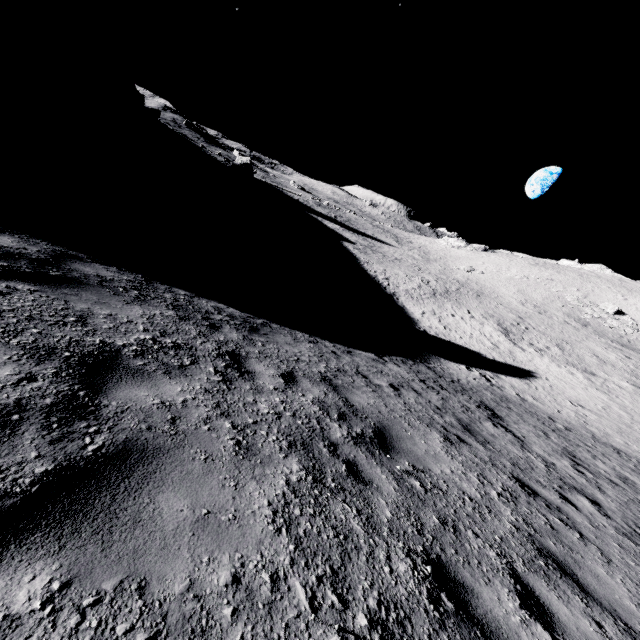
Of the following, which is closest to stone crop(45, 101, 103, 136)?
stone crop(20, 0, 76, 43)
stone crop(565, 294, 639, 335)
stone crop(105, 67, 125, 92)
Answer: stone crop(105, 67, 125, 92)

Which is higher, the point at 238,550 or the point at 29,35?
the point at 29,35

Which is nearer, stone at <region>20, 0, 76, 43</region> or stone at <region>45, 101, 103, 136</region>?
stone at <region>45, 101, 103, 136</region>

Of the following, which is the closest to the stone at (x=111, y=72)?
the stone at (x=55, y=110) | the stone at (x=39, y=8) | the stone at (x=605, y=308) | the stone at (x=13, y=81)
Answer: the stone at (x=39, y=8)

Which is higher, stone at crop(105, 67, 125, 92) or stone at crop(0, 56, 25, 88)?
stone at crop(105, 67, 125, 92)

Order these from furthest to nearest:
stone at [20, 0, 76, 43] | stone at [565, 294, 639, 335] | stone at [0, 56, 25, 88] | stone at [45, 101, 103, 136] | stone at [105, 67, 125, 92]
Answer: stone at [105, 67, 125, 92] → stone at [20, 0, 76, 43] → stone at [565, 294, 639, 335] → stone at [45, 101, 103, 136] → stone at [0, 56, 25, 88]

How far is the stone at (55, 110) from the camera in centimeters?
3776cm

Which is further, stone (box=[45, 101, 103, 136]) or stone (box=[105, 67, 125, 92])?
stone (box=[105, 67, 125, 92])
